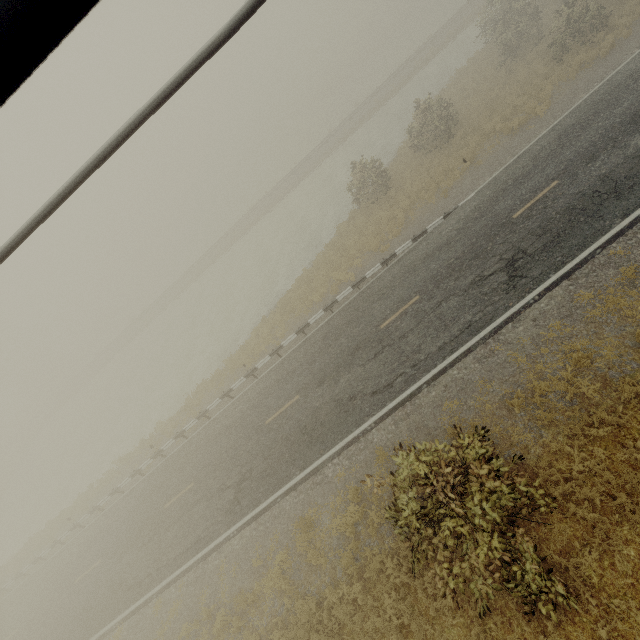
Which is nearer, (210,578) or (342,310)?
(210,578)
